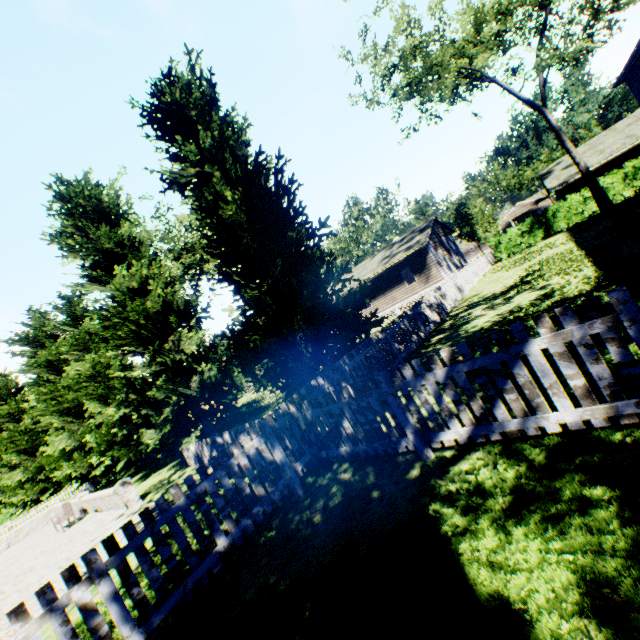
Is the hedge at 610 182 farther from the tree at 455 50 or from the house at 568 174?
the house at 568 174

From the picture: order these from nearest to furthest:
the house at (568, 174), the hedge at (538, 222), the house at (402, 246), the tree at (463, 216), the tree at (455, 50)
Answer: the tree at (455, 50)
the hedge at (538, 222)
the house at (568, 174)
the house at (402, 246)
the tree at (463, 216)

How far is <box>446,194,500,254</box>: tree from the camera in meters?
36.0 m

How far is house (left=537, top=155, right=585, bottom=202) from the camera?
25.7m

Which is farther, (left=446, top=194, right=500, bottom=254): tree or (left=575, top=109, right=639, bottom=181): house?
(left=446, top=194, right=500, bottom=254): tree

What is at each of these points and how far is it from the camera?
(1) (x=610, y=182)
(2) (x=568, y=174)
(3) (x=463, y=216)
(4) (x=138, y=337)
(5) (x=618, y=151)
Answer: (1) hedge, 20.78m
(2) house, 26.05m
(3) tree, 36.12m
(4) tree, 12.84m
(5) house, 23.27m

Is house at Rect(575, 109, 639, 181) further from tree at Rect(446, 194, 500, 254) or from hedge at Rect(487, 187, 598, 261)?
tree at Rect(446, 194, 500, 254)

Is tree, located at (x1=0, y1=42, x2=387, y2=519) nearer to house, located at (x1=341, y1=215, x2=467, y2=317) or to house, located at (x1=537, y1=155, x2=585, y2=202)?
house, located at (x1=341, y1=215, x2=467, y2=317)
